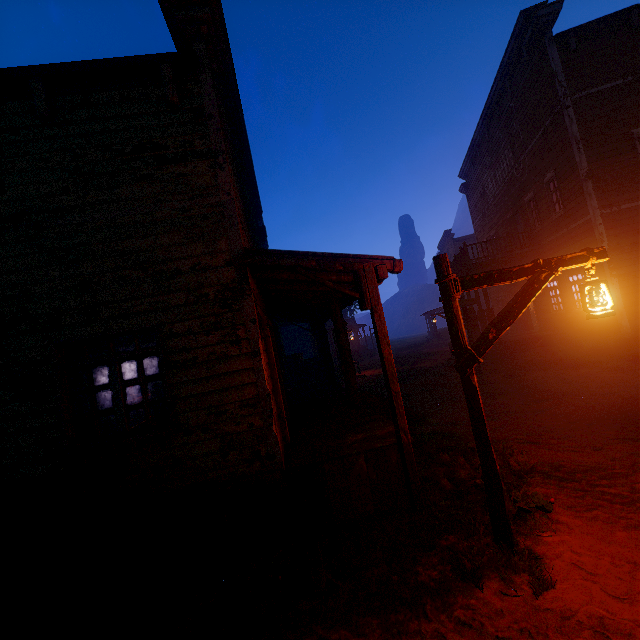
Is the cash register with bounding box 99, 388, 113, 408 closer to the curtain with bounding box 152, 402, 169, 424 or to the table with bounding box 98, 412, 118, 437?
the table with bounding box 98, 412, 118, 437

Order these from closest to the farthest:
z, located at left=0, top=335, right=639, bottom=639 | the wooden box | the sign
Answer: z, located at left=0, top=335, right=639, bottom=639 → the sign → the wooden box

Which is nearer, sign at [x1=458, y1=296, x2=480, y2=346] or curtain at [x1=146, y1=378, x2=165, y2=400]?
curtain at [x1=146, y1=378, x2=165, y2=400]

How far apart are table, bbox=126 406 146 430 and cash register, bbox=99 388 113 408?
0.01m

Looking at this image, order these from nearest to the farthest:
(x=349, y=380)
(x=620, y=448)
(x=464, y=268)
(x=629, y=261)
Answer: (x=620, y=448) → (x=349, y=380) → (x=629, y=261) → (x=464, y=268)

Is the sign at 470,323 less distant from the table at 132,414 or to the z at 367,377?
the z at 367,377

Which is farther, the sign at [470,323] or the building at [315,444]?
the sign at [470,323]

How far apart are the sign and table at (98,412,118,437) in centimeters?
1214cm
